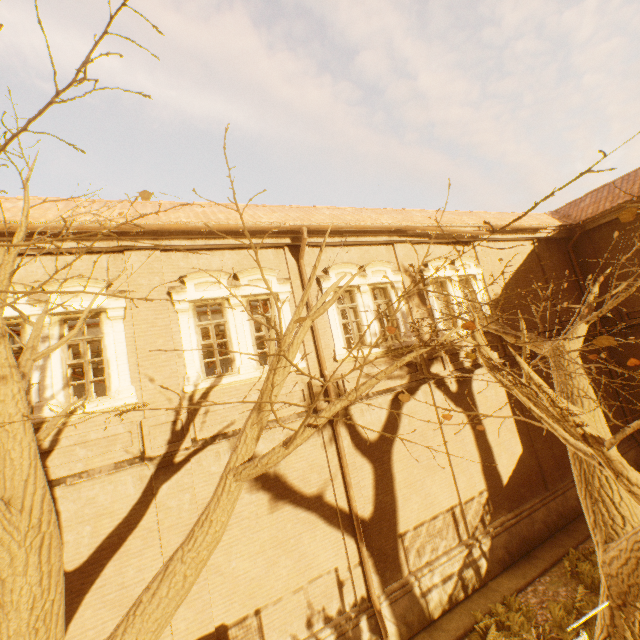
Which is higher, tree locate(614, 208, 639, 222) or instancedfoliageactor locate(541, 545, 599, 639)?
tree locate(614, 208, 639, 222)

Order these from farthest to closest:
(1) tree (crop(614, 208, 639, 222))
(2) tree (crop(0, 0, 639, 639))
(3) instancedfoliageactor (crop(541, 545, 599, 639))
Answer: (3) instancedfoliageactor (crop(541, 545, 599, 639)) < (2) tree (crop(0, 0, 639, 639)) < (1) tree (crop(614, 208, 639, 222))

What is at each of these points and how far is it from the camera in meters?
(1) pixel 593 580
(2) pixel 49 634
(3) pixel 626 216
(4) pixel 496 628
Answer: (1) instancedfoliageactor, 8.3 m
(2) tree, 2.7 m
(3) tree, 1.9 m
(4) instancedfoliageactor, 7.7 m

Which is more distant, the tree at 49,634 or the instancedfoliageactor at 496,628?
the instancedfoliageactor at 496,628

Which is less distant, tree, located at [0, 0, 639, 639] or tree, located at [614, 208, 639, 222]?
tree, located at [614, 208, 639, 222]

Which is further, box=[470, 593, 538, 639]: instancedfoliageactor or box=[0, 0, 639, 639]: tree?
box=[470, 593, 538, 639]: instancedfoliageactor
